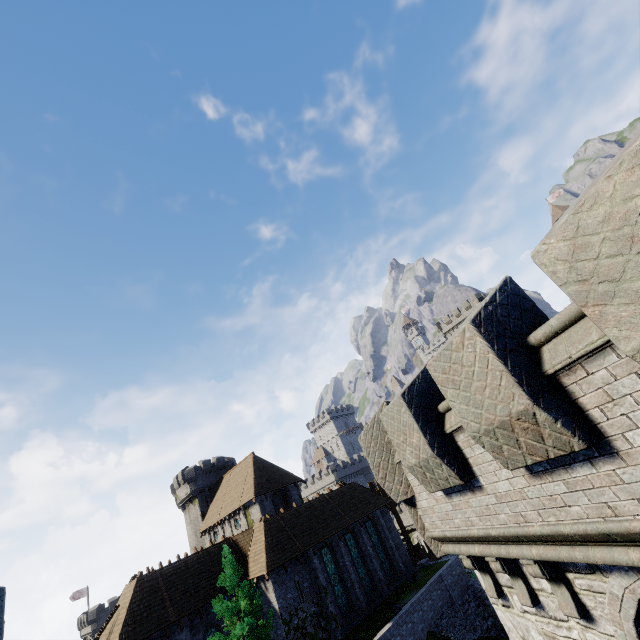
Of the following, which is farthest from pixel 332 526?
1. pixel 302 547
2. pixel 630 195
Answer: pixel 630 195

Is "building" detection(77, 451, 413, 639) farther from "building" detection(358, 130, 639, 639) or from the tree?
"building" detection(358, 130, 639, 639)

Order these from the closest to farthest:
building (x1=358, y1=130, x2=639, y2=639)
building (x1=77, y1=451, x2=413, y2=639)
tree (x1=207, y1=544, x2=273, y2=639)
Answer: building (x1=358, y1=130, x2=639, y2=639)
tree (x1=207, y1=544, x2=273, y2=639)
building (x1=77, y1=451, x2=413, y2=639)

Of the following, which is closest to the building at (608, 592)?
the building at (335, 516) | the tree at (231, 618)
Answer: the building at (335, 516)

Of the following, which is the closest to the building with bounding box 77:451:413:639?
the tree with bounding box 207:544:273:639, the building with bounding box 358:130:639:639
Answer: the tree with bounding box 207:544:273:639
